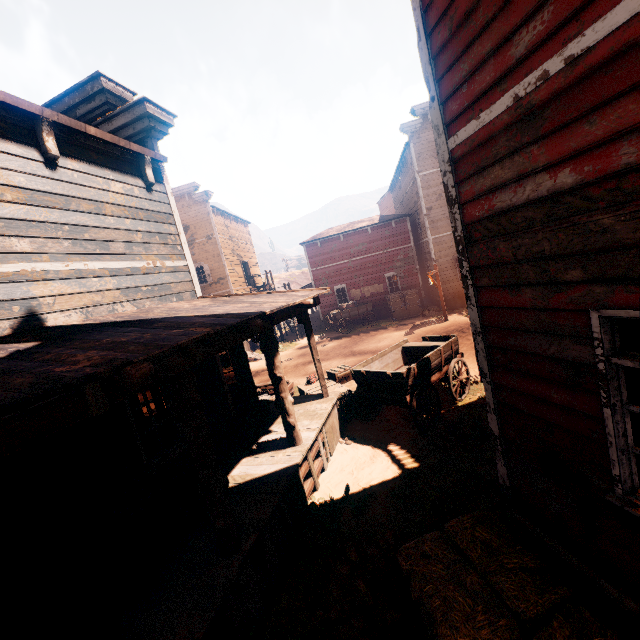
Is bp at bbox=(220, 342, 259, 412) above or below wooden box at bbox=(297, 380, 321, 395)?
above

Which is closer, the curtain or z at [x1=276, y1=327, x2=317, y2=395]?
the curtain

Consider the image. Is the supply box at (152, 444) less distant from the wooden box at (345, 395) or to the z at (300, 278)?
the z at (300, 278)

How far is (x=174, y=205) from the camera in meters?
6.8

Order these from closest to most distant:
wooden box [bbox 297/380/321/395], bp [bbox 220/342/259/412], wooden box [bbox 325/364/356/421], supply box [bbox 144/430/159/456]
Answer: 1. supply box [bbox 144/430/159/456]
2. bp [bbox 220/342/259/412]
3. wooden box [bbox 325/364/356/421]
4. wooden box [bbox 297/380/321/395]

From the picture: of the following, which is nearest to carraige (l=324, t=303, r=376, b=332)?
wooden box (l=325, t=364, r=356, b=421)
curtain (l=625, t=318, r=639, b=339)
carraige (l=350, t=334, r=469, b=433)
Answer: curtain (l=625, t=318, r=639, b=339)

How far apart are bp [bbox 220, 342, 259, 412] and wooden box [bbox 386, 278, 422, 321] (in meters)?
15.88

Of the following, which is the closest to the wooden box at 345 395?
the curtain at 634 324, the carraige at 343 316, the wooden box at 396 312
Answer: the curtain at 634 324
